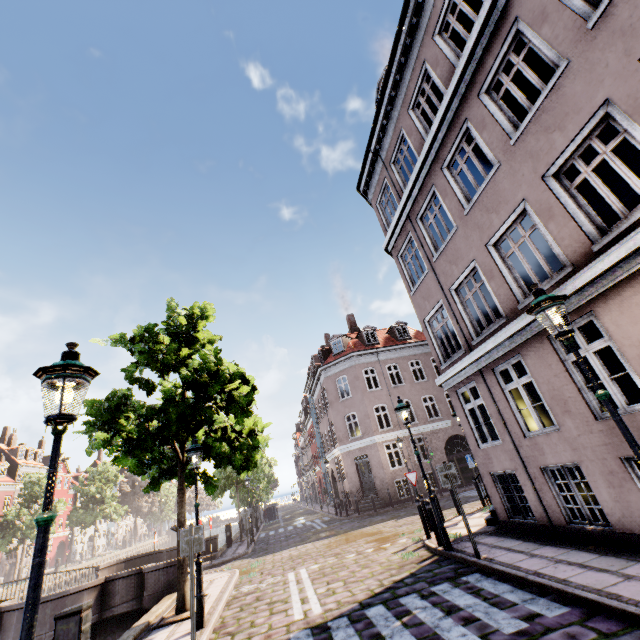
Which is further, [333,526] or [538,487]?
[333,526]

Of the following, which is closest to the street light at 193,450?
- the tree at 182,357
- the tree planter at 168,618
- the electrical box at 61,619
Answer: the tree at 182,357

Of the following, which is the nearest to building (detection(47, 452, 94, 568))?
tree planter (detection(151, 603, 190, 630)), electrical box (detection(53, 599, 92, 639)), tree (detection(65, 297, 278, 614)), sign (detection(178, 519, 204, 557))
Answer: tree (detection(65, 297, 278, 614))

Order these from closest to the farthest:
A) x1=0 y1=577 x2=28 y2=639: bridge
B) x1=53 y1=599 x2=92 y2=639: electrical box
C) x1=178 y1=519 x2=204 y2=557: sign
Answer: x1=53 y1=599 x2=92 y2=639: electrical box, x1=178 y1=519 x2=204 y2=557: sign, x1=0 y1=577 x2=28 y2=639: bridge

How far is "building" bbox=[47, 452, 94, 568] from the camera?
49.44m

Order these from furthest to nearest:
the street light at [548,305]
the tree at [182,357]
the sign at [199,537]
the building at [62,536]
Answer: the building at [62,536] → the tree at [182,357] → the sign at [199,537] → the street light at [548,305]

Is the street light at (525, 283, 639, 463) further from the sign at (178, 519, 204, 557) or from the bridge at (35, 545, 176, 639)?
the bridge at (35, 545, 176, 639)

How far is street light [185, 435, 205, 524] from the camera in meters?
7.9
